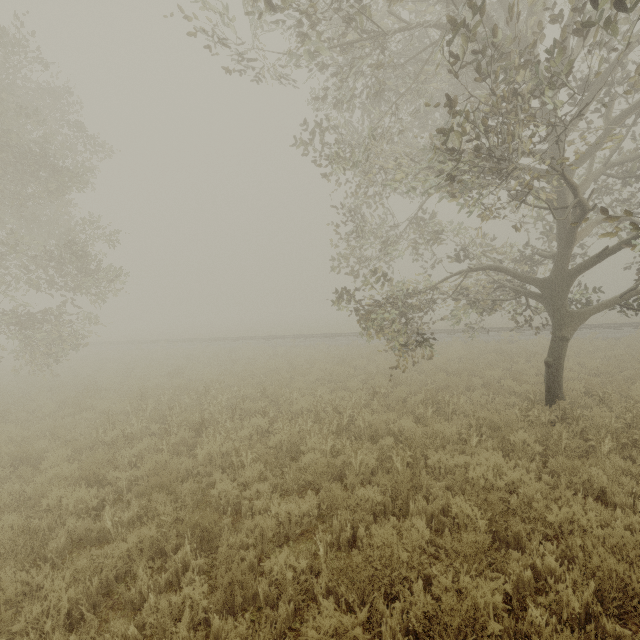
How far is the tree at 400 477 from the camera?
5.29m

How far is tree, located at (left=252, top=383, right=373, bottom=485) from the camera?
6.3m

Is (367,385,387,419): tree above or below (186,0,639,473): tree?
below

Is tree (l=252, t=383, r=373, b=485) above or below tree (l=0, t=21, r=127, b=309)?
below

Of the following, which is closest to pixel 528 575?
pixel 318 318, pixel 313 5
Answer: pixel 313 5

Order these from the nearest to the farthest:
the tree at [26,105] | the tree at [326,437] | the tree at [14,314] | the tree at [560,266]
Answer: the tree at [560,266], the tree at [326,437], the tree at [26,105], the tree at [14,314]
